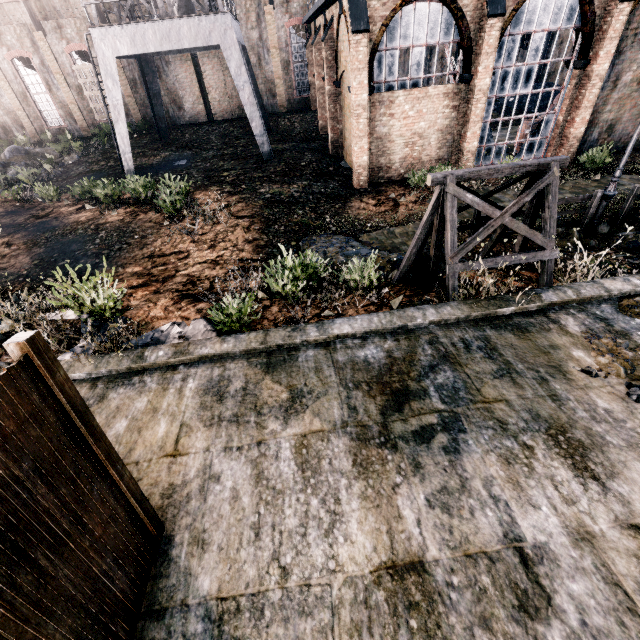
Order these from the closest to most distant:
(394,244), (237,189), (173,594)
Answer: (173,594) < (394,244) < (237,189)

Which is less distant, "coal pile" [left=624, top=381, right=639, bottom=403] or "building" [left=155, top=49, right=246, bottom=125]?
"coal pile" [left=624, top=381, right=639, bottom=403]

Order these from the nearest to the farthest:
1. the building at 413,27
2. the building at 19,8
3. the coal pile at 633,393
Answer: the coal pile at 633,393 < the building at 413,27 < the building at 19,8

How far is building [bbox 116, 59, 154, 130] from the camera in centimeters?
2895cm

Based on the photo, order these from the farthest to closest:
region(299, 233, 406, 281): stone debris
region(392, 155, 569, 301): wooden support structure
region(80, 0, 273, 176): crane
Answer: region(80, 0, 273, 176): crane
region(299, 233, 406, 281): stone debris
region(392, 155, 569, 301): wooden support structure

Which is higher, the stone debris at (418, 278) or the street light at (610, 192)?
the street light at (610, 192)

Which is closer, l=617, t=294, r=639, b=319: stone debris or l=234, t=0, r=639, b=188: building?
l=617, t=294, r=639, b=319: stone debris

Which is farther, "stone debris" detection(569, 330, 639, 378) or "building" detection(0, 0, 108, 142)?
"building" detection(0, 0, 108, 142)
